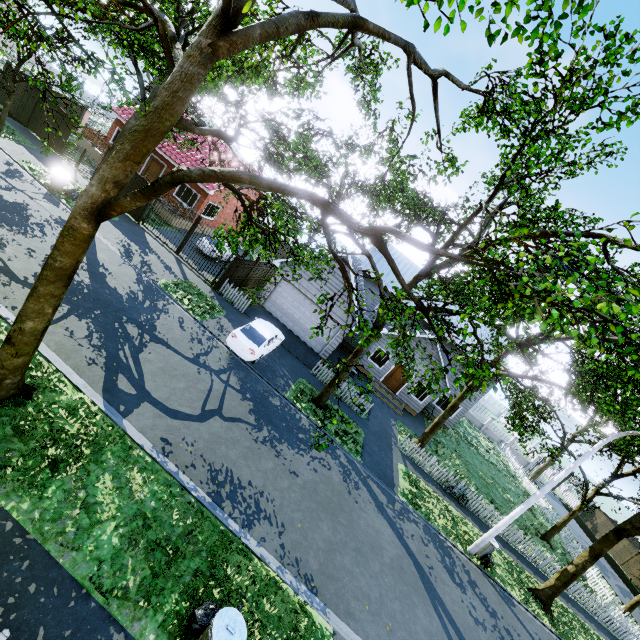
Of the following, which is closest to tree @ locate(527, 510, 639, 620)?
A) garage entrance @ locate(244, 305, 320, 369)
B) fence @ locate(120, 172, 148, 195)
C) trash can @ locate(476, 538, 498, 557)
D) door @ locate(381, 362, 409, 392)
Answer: fence @ locate(120, 172, 148, 195)

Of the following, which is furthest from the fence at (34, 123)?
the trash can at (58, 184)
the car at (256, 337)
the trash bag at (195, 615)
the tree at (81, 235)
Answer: the trash bag at (195, 615)

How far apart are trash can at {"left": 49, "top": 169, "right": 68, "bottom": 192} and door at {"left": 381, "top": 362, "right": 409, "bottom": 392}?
23.0m

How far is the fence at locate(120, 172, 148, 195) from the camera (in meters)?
19.53

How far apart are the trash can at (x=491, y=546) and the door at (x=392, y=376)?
11.1 meters

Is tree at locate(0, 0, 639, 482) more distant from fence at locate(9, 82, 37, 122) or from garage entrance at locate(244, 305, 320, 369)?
garage entrance at locate(244, 305, 320, 369)

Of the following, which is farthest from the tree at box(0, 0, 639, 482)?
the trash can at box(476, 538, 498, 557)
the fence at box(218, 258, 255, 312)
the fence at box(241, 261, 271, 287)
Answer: the trash can at box(476, 538, 498, 557)

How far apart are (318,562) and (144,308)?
11.1m
